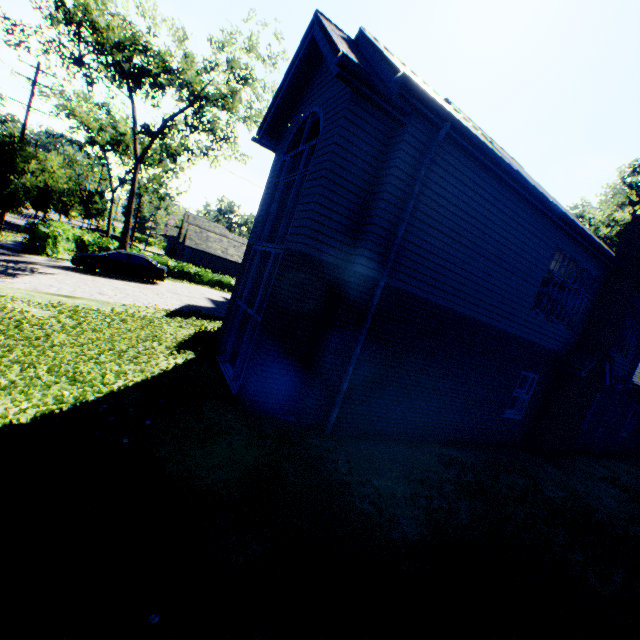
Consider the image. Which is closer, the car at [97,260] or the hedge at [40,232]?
the car at [97,260]

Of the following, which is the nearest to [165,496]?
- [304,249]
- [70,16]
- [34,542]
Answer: [34,542]

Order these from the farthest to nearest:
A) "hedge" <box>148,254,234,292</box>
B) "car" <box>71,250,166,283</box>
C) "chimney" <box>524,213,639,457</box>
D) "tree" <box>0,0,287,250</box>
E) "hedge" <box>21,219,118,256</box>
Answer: "hedge" <box>148,254,234,292</box> → "tree" <box>0,0,287,250</box> → "hedge" <box>21,219,118,256</box> → "car" <box>71,250,166,283</box> → "chimney" <box>524,213,639,457</box>

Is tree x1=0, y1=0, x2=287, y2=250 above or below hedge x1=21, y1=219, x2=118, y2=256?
above

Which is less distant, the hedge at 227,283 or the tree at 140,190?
the tree at 140,190

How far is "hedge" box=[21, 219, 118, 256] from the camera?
19.7 meters

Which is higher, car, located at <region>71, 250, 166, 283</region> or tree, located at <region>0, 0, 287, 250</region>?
tree, located at <region>0, 0, 287, 250</region>

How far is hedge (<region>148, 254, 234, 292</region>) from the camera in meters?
30.8
